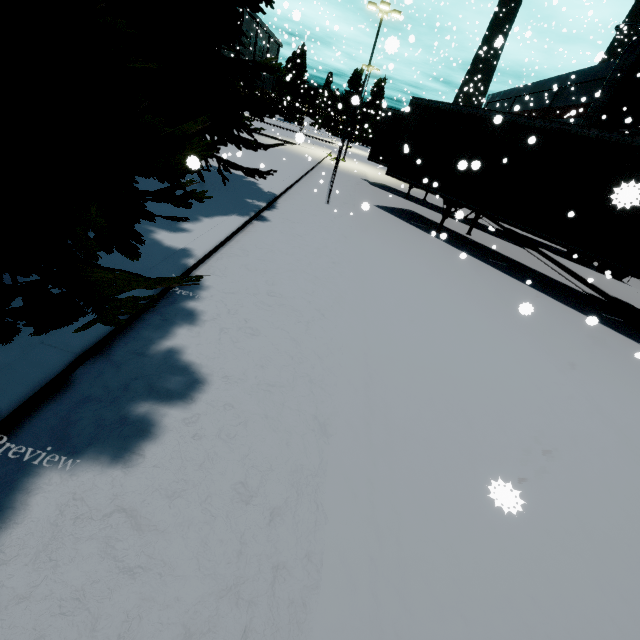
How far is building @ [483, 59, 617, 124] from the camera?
23.36m

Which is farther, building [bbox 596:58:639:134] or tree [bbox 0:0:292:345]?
building [bbox 596:58:639:134]

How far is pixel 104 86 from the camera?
3.3 meters

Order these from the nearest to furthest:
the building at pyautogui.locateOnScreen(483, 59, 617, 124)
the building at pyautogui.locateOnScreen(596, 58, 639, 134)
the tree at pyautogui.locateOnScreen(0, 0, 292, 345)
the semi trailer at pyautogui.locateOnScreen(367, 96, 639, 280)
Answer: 1. the tree at pyautogui.locateOnScreen(0, 0, 292, 345)
2. the semi trailer at pyautogui.locateOnScreen(367, 96, 639, 280)
3. the building at pyautogui.locateOnScreen(596, 58, 639, 134)
4. the building at pyautogui.locateOnScreen(483, 59, 617, 124)

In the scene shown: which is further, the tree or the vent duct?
the vent duct

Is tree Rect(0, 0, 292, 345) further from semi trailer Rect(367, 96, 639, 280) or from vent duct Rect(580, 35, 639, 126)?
vent duct Rect(580, 35, 639, 126)

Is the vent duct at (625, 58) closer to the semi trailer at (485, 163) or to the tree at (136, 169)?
the semi trailer at (485, 163)

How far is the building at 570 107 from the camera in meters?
23.4
